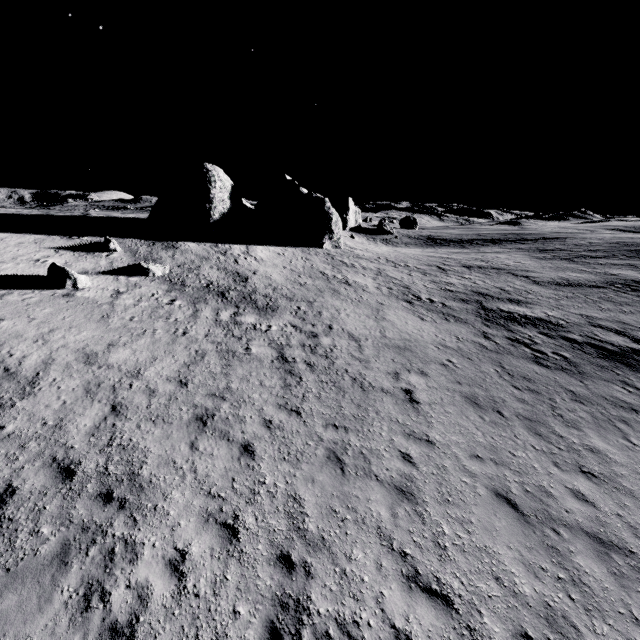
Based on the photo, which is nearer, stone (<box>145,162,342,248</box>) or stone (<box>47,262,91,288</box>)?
stone (<box>47,262,91,288</box>)

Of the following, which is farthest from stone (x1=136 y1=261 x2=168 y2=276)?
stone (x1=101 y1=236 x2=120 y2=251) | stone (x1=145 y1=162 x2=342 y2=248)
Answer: stone (x1=145 y1=162 x2=342 y2=248)

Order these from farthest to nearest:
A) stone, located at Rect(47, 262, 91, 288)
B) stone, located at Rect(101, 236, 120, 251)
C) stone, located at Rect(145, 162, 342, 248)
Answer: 1. stone, located at Rect(145, 162, 342, 248)
2. stone, located at Rect(101, 236, 120, 251)
3. stone, located at Rect(47, 262, 91, 288)

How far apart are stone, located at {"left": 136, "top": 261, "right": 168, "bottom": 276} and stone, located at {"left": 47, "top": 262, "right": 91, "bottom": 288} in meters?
2.9 m

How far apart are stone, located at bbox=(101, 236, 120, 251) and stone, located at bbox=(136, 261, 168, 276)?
3.44m

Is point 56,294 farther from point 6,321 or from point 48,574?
point 48,574

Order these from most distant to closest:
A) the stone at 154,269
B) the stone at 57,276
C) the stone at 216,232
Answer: the stone at 216,232 < the stone at 154,269 < the stone at 57,276

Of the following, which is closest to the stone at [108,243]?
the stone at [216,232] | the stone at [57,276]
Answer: the stone at [57,276]
